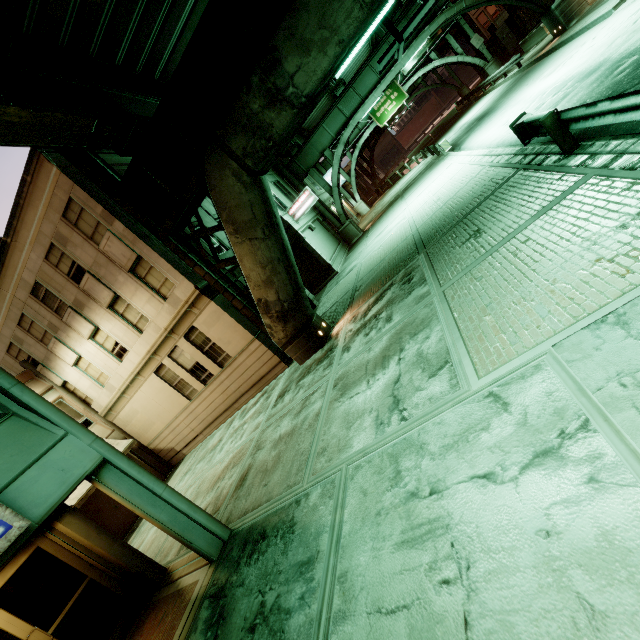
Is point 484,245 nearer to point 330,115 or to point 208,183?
point 208,183

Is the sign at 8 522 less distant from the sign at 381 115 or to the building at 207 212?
the building at 207 212

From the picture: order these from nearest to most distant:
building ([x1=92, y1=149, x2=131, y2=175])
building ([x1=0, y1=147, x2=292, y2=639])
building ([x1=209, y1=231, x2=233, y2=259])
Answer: building ([x1=0, y1=147, x2=292, y2=639]), building ([x1=92, y1=149, x2=131, y2=175]), building ([x1=209, y1=231, x2=233, y2=259])

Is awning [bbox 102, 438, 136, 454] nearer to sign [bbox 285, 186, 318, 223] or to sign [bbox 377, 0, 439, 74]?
sign [bbox 285, 186, 318, 223]

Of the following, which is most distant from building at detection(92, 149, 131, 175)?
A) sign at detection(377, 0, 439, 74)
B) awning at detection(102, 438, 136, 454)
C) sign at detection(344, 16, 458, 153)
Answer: sign at detection(344, 16, 458, 153)

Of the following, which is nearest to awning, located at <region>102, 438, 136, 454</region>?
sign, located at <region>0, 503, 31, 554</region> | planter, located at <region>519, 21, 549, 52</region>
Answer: sign, located at <region>0, 503, 31, 554</region>

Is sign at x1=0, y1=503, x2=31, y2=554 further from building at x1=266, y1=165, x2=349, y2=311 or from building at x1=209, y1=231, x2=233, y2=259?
building at x1=266, y1=165, x2=349, y2=311
